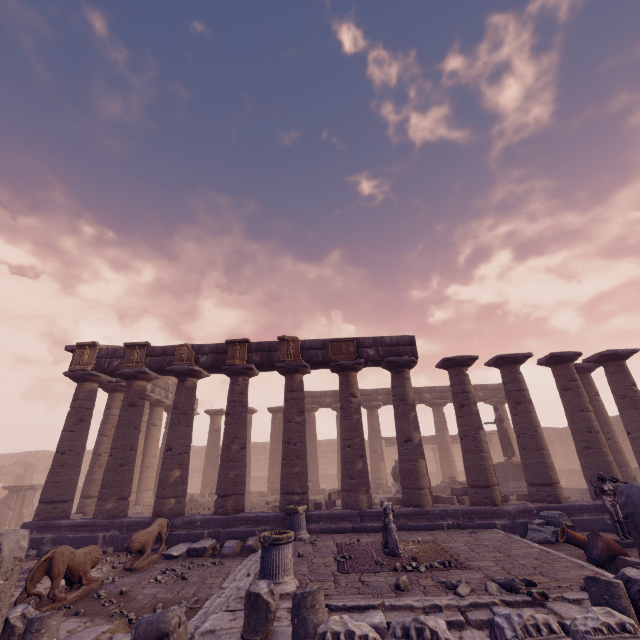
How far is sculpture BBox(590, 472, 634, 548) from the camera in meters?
8.5 m

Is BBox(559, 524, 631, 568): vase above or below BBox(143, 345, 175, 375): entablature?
below

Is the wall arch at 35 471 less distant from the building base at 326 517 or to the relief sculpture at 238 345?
the building base at 326 517

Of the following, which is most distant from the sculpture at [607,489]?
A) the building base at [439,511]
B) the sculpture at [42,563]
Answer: the sculpture at [42,563]

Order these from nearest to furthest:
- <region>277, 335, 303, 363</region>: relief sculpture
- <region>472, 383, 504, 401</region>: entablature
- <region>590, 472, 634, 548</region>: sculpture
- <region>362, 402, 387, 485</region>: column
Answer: <region>590, 472, 634, 548</region>: sculpture, <region>277, 335, 303, 363</region>: relief sculpture, <region>362, 402, 387, 485</region>: column, <region>472, 383, 504, 401</region>: entablature

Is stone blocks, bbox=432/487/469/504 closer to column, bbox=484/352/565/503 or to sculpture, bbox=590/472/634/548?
column, bbox=484/352/565/503

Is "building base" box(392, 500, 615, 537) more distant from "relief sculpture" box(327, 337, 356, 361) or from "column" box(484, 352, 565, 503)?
"relief sculpture" box(327, 337, 356, 361)

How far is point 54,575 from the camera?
6.2m
